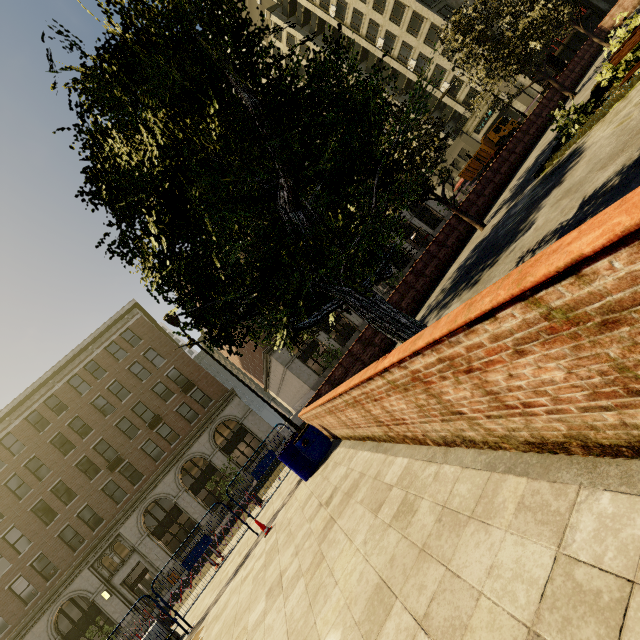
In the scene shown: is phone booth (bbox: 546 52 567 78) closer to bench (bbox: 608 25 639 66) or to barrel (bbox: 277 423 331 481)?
bench (bbox: 608 25 639 66)

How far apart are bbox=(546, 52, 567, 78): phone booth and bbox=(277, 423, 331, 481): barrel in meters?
28.0

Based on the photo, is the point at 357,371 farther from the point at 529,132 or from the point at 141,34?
the point at 529,132

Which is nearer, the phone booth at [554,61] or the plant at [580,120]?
the plant at [580,120]

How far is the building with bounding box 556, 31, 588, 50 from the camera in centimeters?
3431cm

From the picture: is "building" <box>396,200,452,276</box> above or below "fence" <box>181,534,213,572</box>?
above

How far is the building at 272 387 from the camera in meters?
32.2 m

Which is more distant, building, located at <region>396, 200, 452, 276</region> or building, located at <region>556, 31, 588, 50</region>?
building, located at <region>396, 200, 452, 276</region>
